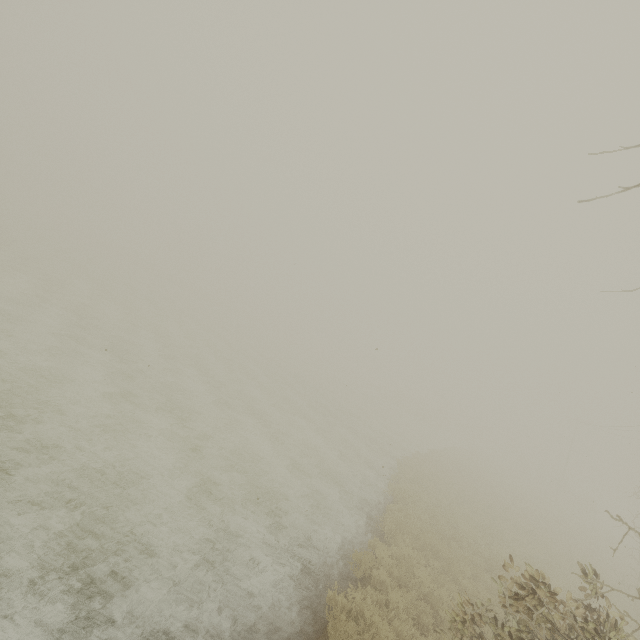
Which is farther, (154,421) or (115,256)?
(115,256)
